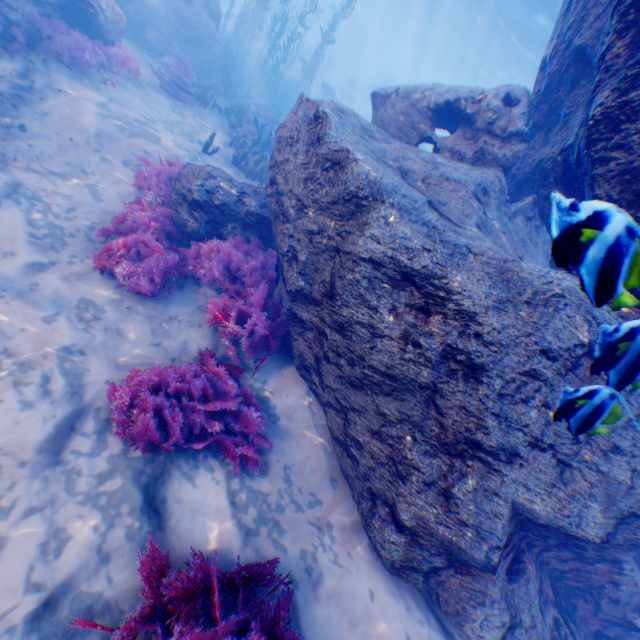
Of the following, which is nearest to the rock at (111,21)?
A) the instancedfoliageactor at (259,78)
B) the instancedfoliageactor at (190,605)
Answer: the instancedfoliageactor at (259,78)

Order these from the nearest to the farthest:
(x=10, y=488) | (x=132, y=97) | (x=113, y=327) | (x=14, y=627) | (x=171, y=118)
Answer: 1. (x=14, y=627)
2. (x=10, y=488)
3. (x=113, y=327)
4. (x=132, y=97)
5. (x=171, y=118)

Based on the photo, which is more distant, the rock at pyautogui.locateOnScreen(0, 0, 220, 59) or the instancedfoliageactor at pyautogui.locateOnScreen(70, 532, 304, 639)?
the rock at pyautogui.locateOnScreen(0, 0, 220, 59)

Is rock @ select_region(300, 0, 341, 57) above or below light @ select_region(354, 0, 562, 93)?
below

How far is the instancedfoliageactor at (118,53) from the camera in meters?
7.8

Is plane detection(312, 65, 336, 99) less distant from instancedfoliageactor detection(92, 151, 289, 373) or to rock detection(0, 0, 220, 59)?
rock detection(0, 0, 220, 59)

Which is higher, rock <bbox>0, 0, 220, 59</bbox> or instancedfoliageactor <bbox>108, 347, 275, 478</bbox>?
rock <bbox>0, 0, 220, 59</bbox>

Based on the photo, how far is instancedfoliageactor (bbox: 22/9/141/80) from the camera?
7.78m
